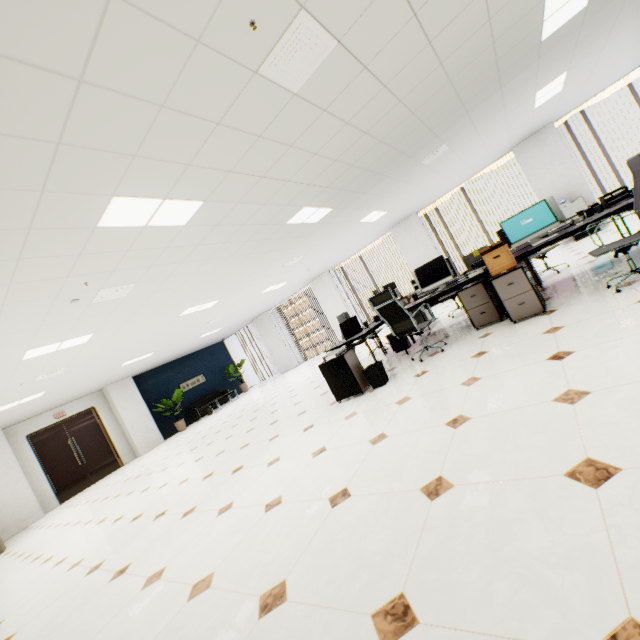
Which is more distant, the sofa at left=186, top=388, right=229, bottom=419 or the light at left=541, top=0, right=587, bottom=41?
the sofa at left=186, top=388, right=229, bottom=419

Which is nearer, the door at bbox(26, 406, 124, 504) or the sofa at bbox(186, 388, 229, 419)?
the door at bbox(26, 406, 124, 504)

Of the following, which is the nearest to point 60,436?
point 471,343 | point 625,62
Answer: point 471,343

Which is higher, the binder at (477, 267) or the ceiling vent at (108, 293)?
the ceiling vent at (108, 293)

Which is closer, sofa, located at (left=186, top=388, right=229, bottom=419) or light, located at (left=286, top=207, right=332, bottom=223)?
light, located at (left=286, top=207, right=332, bottom=223)

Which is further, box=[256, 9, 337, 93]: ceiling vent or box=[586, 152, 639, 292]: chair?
box=[586, 152, 639, 292]: chair

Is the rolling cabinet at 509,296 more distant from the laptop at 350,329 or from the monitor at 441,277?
the laptop at 350,329

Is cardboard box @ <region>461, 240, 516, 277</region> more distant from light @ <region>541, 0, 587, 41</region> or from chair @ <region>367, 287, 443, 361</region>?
light @ <region>541, 0, 587, 41</region>
